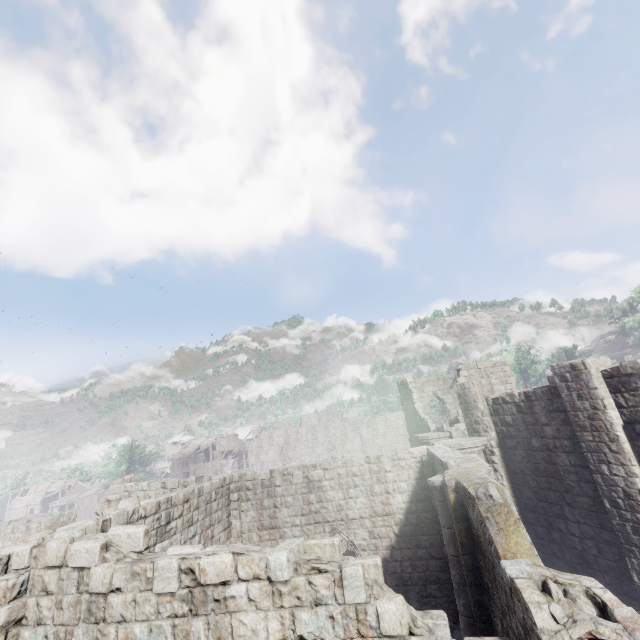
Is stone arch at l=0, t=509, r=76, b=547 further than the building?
Yes

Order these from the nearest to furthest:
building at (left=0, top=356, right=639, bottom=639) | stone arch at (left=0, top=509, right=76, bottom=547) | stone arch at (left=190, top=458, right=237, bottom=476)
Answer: building at (left=0, top=356, right=639, bottom=639) → stone arch at (left=0, top=509, right=76, bottom=547) → stone arch at (left=190, top=458, right=237, bottom=476)

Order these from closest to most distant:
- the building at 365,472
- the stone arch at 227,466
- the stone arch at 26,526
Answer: the building at 365,472, the stone arch at 26,526, the stone arch at 227,466

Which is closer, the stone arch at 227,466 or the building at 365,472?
the building at 365,472

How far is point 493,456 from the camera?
14.2m

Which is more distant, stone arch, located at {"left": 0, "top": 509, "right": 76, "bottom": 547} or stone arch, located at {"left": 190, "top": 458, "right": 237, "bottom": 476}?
stone arch, located at {"left": 190, "top": 458, "right": 237, "bottom": 476}

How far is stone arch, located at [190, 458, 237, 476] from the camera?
54.8m
